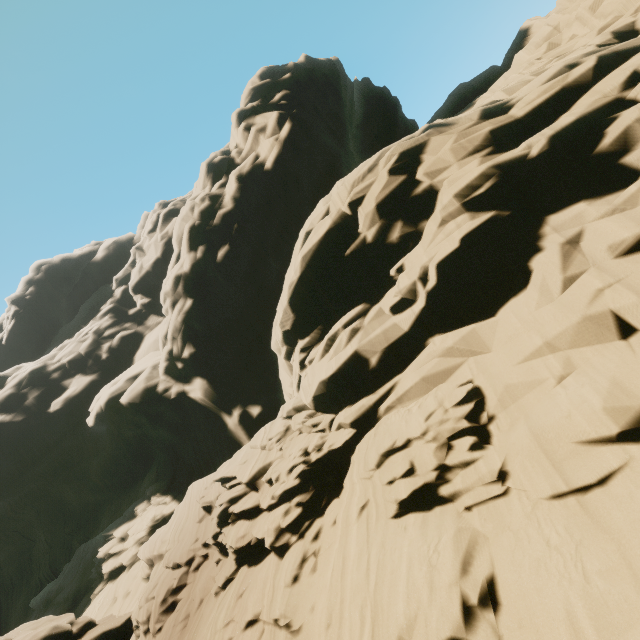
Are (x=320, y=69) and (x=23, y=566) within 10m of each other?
no
